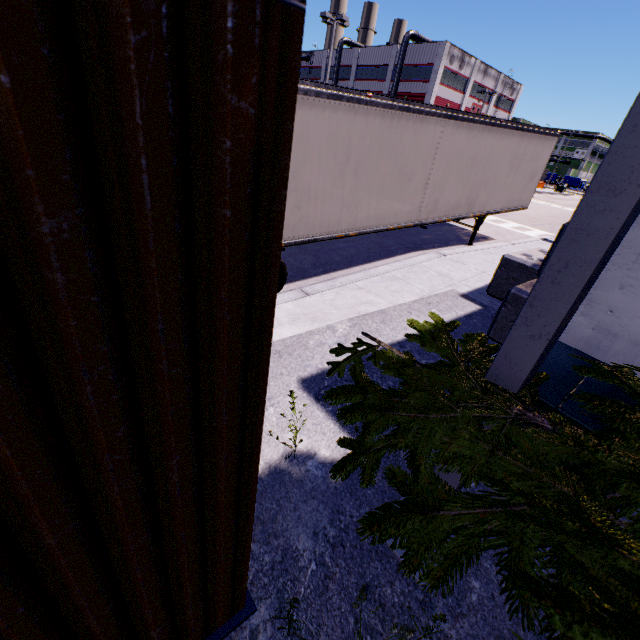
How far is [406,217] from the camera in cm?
871

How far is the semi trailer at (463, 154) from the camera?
6.0 meters

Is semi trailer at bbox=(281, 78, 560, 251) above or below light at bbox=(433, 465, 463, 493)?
above

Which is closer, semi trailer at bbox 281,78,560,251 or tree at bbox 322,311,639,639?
tree at bbox 322,311,639,639

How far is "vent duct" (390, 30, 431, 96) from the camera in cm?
4316

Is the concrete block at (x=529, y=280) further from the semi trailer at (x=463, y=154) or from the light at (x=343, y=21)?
the light at (x=343, y=21)

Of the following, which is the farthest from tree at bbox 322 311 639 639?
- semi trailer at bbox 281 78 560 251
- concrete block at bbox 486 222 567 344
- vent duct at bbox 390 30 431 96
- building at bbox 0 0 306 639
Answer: vent duct at bbox 390 30 431 96

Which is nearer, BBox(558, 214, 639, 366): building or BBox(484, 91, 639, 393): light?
BBox(484, 91, 639, 393): light
